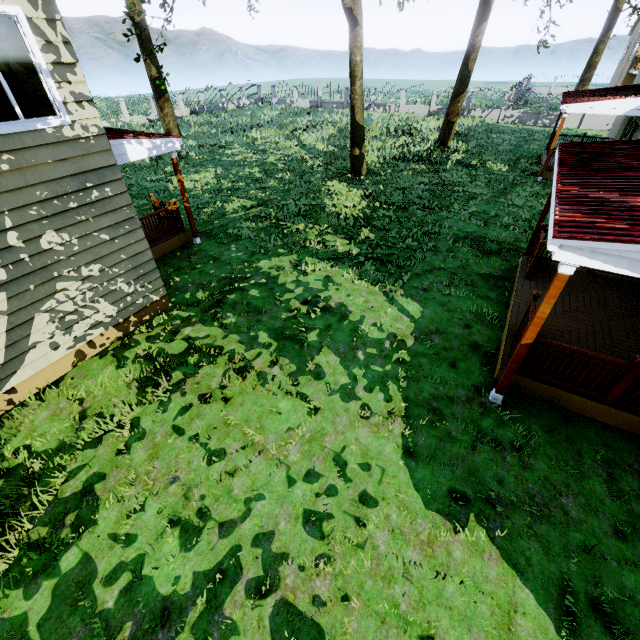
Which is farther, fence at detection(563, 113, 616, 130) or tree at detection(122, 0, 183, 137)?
fence at detection(563, 113, 616, 130)

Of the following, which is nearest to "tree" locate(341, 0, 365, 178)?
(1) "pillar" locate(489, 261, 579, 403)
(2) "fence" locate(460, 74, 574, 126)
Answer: (2) "fence" locate(460, 74, 574, 126)

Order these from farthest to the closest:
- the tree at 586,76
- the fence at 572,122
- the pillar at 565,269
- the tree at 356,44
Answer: the tree at 586,76 < the fence at 572,122 < the tree at 356,44 < the pillar at 565,269

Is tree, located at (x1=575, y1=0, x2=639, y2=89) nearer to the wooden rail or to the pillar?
the pillar

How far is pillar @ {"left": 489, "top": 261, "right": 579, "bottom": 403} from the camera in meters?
4.2 m

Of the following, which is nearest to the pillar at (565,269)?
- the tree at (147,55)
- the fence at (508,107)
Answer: the tree at (147,55)

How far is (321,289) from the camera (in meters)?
8.73

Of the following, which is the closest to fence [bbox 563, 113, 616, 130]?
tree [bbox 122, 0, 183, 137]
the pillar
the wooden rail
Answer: tree [bbox 122, 0, 183, 137]
